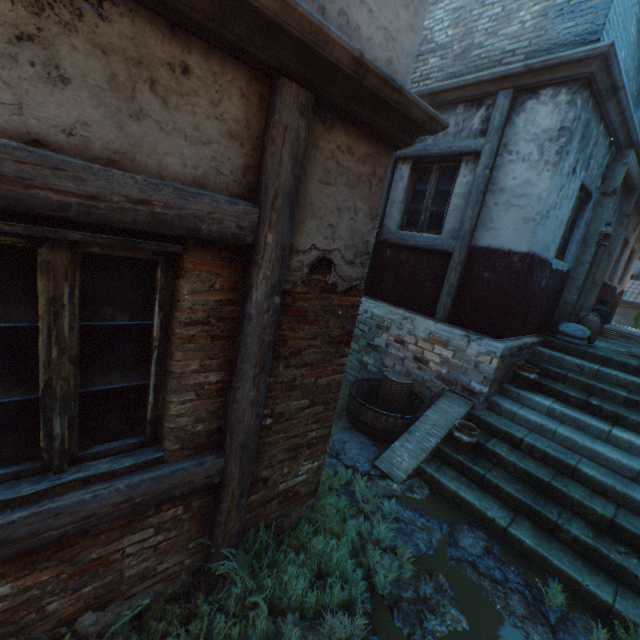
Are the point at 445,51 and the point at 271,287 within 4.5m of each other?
no

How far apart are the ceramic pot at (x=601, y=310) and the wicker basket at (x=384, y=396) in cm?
624

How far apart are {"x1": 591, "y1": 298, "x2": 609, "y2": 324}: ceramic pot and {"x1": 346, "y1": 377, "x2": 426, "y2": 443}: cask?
6.1 meters

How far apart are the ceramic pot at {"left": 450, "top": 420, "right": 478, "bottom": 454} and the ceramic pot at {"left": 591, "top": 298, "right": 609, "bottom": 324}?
6.5m

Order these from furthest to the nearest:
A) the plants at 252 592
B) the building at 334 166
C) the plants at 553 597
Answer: the plants at 553 597, the plants at 252 592, the building at 334 166

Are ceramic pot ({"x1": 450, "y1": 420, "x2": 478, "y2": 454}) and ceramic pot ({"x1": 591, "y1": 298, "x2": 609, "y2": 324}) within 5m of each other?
no

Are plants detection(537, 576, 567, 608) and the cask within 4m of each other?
yes

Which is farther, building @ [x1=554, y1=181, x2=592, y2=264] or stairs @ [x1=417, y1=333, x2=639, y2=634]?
building @ [x1=554, y1=181, x2=592, y2=264]
